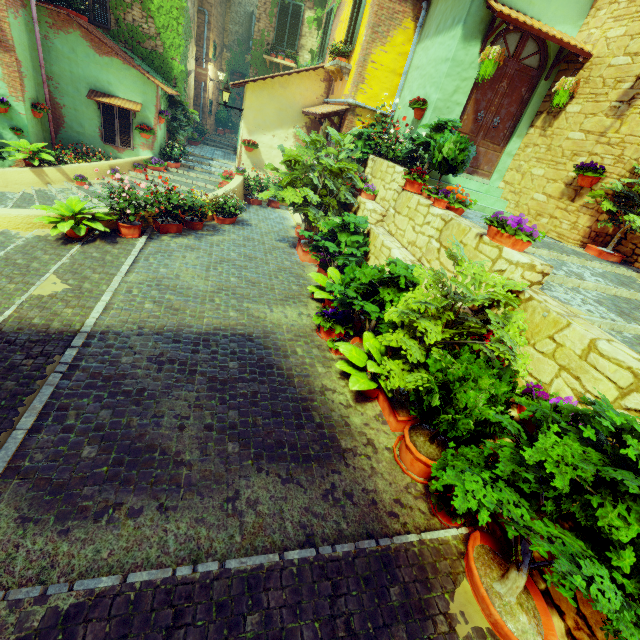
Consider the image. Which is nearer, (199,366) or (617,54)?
(199,366)

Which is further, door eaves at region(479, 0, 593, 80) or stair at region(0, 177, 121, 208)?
stair at region(0, 177, 121, 208)

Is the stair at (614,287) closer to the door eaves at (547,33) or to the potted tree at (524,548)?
the potted tree at (524,548)

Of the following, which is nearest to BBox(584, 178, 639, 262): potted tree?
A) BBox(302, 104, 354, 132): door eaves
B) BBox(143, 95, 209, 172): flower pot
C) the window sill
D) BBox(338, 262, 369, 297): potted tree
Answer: BBox(338, 262, 369, 297): potted tree

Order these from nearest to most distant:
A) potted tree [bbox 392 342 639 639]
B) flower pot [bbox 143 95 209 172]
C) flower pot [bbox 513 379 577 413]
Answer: potted tree [bbox 392 342 639 639], flower pot [bbox 513 379 577 413], flower pot [bbox 143 95 209 172]

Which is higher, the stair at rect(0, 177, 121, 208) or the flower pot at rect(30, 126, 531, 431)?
the flower pot at rect(30, 126, 531, 431)

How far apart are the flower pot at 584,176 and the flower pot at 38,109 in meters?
13.9 m

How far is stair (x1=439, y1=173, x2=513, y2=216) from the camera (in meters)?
7.70
